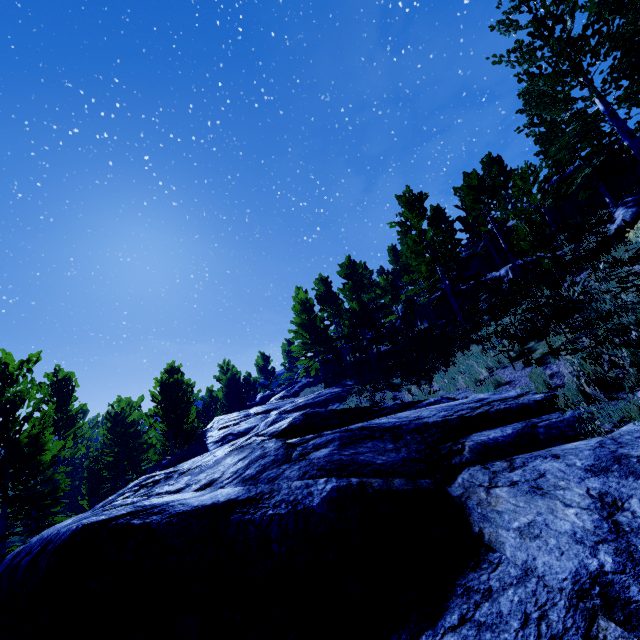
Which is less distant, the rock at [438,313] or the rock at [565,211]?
the rock at [565,211]

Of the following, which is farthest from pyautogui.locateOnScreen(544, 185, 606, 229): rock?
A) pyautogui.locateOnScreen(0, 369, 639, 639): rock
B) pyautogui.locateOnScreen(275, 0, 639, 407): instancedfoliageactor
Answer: pyautogui.locateOnScreen(0, 369, 639, 639): rock

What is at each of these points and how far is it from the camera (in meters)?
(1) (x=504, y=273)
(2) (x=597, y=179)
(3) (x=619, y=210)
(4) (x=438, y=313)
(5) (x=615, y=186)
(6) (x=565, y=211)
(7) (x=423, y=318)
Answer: (1) rock, 21.11
(2) instancedfoliageactor, 12.71
(3) rock, 14.57
(4) rock, 26.34
(5) rock, 20.75
(6) rock, 23.11
(7) rock, 28.34

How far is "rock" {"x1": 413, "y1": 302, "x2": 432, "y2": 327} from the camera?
27.3m

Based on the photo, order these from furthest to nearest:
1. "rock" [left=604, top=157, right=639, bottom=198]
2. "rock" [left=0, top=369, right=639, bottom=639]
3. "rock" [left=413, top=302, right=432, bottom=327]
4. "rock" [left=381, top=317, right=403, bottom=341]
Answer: "rock" [left=381, top=317, right=403, bottom=341] < "rock" [left=413, top=302, right=432, bottom=327] < "rock" [left=604, top=157, right=639, bottom=198] < "rock" [left=0, top=369, right=639, bottom=639]

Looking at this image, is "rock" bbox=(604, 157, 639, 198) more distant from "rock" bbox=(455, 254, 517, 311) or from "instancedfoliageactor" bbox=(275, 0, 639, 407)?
"rock" bbox=(455, 254, 517, 311)

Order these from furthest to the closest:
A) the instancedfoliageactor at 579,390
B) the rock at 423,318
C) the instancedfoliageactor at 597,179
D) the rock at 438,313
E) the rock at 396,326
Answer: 1. the rock at 396,326
2. the rock at 423,318
3. the rock at 438,313
4. the instancedfoliageactor at 597,179
5. the instancedfoliageactor at 579,390
